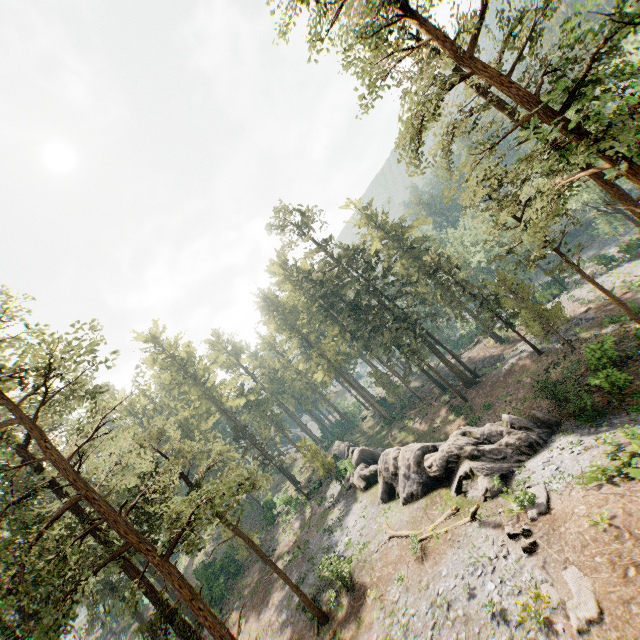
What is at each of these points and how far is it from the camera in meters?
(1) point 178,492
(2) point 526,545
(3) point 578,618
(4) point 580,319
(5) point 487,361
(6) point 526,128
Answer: (1) foliage, 22.0 m
(2) foliage, 14.1 m
(3) foliage, 10.9 m
(4) ground embankment, 34.9 m
(5) ground embankment, 45.4 m
(6) foliage, 20.9 m

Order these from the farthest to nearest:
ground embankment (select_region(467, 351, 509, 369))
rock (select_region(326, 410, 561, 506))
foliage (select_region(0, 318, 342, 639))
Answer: ground embankment (select_region(467, 351, 509, 369)) < rock (select_region(326, 410, 561, 506)) < foliage (select_region(0, 318, 342, 639))

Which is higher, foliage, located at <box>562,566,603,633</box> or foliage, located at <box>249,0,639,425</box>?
foliage, located at <box>249,0,639,425</box>

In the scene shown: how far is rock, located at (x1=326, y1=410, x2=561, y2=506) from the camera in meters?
20.1 m

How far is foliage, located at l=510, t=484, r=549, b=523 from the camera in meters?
15.2

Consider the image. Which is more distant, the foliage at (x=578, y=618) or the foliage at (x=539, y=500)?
the foliage at (x=539, y=500)

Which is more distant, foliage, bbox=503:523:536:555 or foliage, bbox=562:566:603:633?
foliage, bbox=503:523:536:555

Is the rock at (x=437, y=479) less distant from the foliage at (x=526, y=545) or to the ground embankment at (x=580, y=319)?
the foliage at (x=526, y=545)
